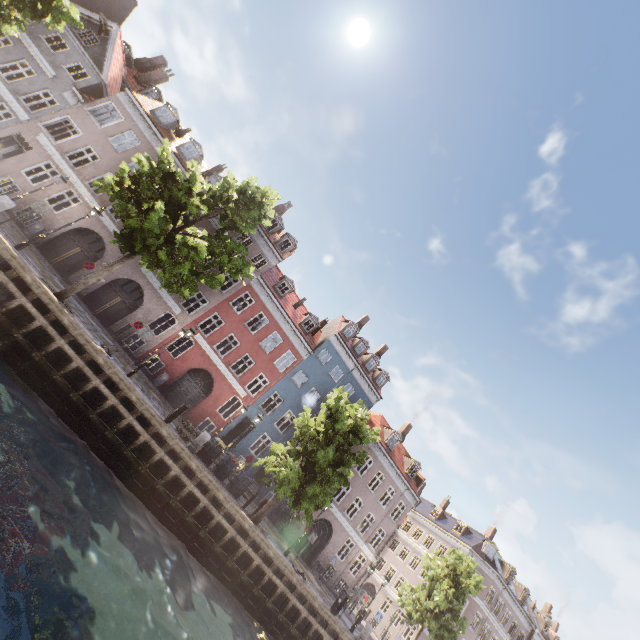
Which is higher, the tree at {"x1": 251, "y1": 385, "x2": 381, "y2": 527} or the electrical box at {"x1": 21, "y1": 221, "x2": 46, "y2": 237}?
the tree at {"x1": 251, "y1": 385, "x2": 381, "y2": 527}

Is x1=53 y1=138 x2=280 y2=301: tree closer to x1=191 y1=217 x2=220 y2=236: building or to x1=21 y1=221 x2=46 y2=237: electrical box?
x1=191 y1=217 x2=220 y2=236: building

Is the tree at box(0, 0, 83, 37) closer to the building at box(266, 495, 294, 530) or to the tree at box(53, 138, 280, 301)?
the tree at box(53, 138, 280, 301)

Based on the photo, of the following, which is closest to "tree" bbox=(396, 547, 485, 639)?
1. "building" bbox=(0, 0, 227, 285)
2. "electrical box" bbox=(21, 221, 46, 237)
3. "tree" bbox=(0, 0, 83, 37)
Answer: "tree" bbox=(0, 0, 83, 37)

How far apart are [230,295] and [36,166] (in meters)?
14.44

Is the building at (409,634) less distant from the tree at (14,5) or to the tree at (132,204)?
the tree at (132,204)

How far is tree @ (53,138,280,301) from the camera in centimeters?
1252cm

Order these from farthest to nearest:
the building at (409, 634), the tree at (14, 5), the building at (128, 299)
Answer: the building at (409, 634) < the building at (128, 299) < the tree at (14, 5)
